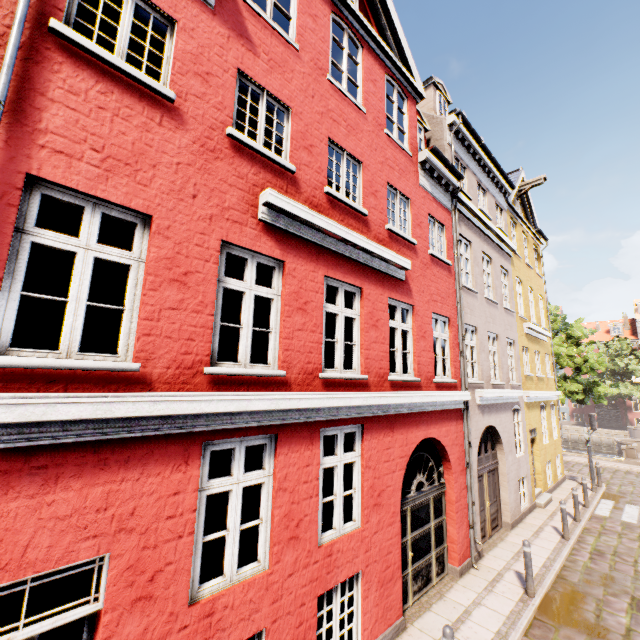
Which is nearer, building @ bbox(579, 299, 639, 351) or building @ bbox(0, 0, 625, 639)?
building @ bbox(0, 0, 625, 639)

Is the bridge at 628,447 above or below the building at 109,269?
below

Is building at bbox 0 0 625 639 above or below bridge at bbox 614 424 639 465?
above

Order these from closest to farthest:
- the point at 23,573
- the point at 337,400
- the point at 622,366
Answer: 1. the point at 23,573
2. the point at 337,400
3. the point at 622,366

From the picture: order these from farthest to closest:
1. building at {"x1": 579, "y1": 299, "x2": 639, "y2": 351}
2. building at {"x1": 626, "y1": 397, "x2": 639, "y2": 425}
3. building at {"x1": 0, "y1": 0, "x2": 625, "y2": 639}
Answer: building at {"x1": 579, "y1": 299, "x2": 639, "y2": 351}
building at {"x1": 626, "y1": 397, "x2": 639, "y2": 425}
building at {"x1": 0, "y1": 0, "x2": 625, "y2": 639}
